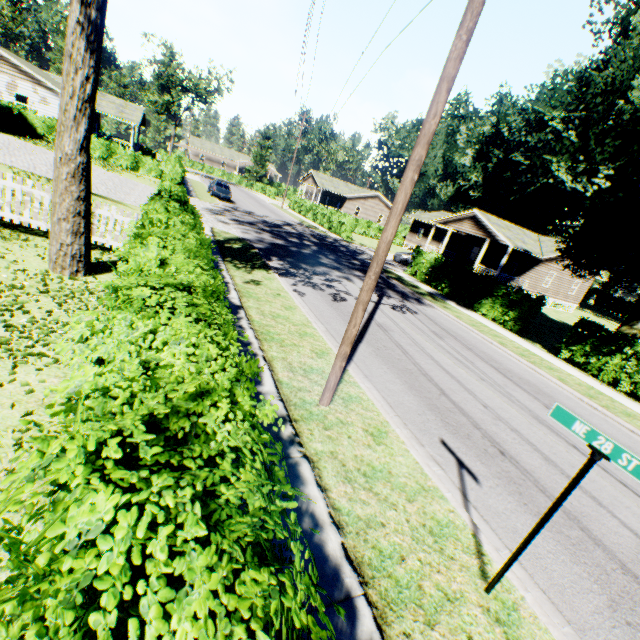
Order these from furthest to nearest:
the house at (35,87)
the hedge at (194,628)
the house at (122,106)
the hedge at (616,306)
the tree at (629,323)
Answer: the hedge at (616,306) < the house at (122,106) < the house at (35,87) < the tree at (629,323) < the hedge at (194,628)

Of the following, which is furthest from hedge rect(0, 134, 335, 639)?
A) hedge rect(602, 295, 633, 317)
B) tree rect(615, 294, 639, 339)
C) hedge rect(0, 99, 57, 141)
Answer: hedge rect(602, 295, 633, 317)

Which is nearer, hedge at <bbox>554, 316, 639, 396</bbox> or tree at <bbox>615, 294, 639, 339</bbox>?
hedge at <bbox>554, 316, 639, 396</bbox>

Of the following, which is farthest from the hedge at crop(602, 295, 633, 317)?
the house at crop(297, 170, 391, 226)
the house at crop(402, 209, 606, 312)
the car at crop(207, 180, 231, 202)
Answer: the car at crop(207, 180, 231, 202)

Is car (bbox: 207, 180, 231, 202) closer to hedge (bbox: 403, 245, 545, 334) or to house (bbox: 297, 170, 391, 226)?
hedge (bbox: 403, 245, 545, 334)

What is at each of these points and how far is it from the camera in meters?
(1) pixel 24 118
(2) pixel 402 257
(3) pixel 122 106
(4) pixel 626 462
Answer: (1) hedge, 26.8 m
(2) car, 28.7 m
(3) house, 40.6 m
(4) sign, 2.7 m

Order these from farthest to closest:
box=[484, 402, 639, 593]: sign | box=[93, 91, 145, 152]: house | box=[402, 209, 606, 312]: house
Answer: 1. box=[93, 91, 145, 152]: house
2. box=[402, 209, 606, 312]: house
3. box=[484, 402, 639, 593]: sign

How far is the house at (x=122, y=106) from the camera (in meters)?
38.47
